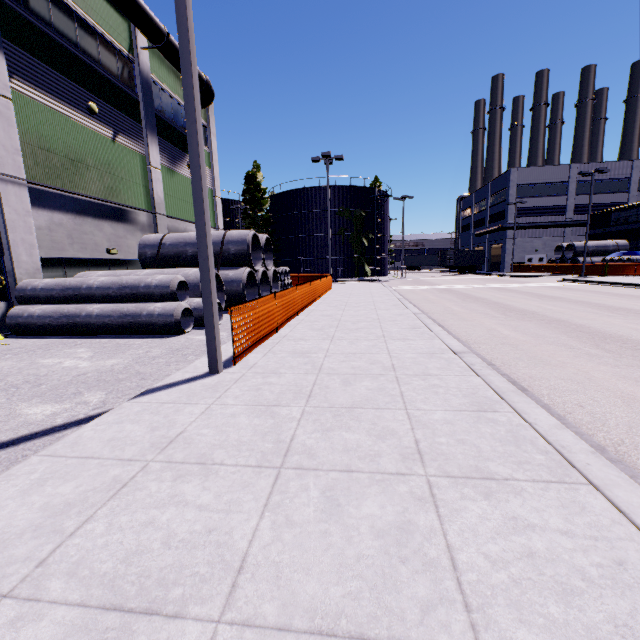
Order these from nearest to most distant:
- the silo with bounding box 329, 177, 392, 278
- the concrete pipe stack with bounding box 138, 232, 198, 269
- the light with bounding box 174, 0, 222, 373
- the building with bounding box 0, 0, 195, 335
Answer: the light with bounding box 174, 0, 222, 373 → the building with bounding box 0, 0, 195, 335 → the concrete pipe stack with bounding box 138, 232, 198, 269 → the silo with bounding box 329, 177, 392, 278

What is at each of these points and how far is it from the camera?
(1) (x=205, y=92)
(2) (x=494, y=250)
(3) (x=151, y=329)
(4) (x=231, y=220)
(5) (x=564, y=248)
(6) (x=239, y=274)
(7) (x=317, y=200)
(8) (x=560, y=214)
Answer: (1) pipe, 21.0m
(2) roll-up door, 54.0m
(3) concrete pipe, 9.4m
(4) silo, 48.5m
(5) concrete pipe stack, 38.6m
(6) concrete pipe stack, 14.1m
(7) silo, 42.3m
(8) building, 47.1m

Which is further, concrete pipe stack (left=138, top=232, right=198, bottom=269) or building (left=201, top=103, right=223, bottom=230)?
building (left=201, top=103, right=223, bottom=230)

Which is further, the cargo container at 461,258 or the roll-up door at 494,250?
the roll-up door at 494,250

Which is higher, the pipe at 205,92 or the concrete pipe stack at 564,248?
the pipe at 205,92

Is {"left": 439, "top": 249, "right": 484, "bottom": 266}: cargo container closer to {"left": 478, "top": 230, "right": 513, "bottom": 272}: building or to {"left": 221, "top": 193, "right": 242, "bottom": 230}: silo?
{"left": 221, "top": 193, "right": 242, "bottom": 230}: silo

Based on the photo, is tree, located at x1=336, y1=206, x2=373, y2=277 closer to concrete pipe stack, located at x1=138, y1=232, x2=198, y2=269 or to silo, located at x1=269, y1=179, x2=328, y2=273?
silo, located at x1=269, y1=179, x2=328, y2=273

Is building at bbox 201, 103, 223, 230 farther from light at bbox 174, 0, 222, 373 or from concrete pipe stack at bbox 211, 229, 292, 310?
light at bbox 174, 0, 222, 373
